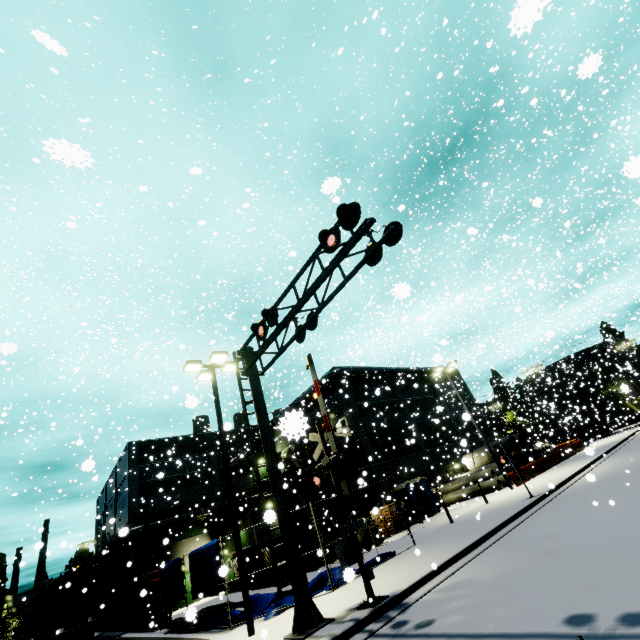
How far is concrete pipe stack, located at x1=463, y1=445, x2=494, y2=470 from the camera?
30.4 meters

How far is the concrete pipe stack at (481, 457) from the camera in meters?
30.4 m

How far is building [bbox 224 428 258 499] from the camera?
36.38m

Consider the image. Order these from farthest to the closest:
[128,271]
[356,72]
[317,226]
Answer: [128,271] → [317,226] → [356,72]

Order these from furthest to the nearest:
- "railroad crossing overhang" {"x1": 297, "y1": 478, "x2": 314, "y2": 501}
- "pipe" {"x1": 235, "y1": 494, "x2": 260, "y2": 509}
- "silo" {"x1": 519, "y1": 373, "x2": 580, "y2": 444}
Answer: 1. "silo" {"x1": 519, "y1": 373, "x2": 580, "y2": 444}
2. "pipe" {"x1": 235, "y1": 494, "x2": 260, "y2": 509}
3. "railroad crossing overhang" {"x1": 297, "y1": 478, "x2": 314, "y2": 501}

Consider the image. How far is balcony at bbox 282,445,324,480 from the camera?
30.0 meters

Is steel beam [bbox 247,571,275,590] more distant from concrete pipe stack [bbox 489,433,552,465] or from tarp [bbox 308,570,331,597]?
concrete pipe stack [bbox 489,433,552,465]

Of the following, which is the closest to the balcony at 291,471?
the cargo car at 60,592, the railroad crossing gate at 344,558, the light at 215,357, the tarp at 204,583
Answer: the tarp at 204,583
